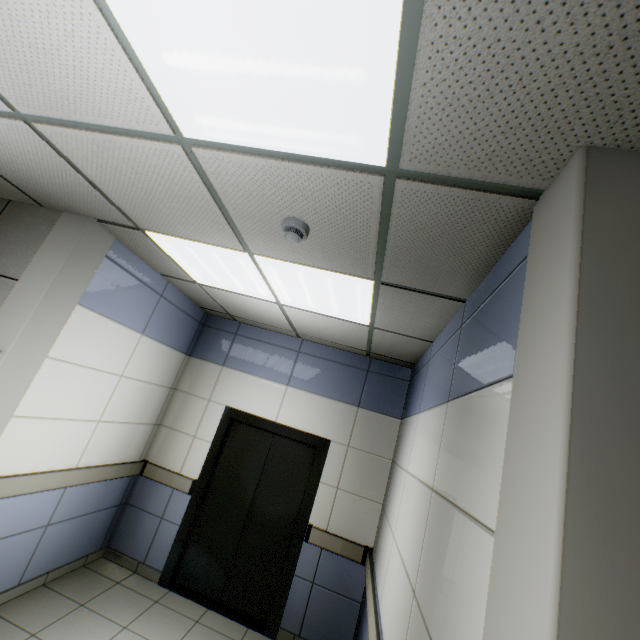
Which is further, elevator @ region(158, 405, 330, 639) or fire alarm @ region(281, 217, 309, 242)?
elevator @ region(158, 405, 330, 639)

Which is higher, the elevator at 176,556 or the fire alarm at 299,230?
the fire alarm at 299,230

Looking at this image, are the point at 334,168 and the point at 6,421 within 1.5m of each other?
no

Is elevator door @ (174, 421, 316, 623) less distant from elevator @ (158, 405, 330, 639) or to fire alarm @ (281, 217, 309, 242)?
elevator @ (158, 405, 330, 639)

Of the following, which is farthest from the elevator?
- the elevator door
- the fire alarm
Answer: the fire alarm

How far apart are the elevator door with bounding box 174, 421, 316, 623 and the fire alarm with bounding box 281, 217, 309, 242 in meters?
3.1 m

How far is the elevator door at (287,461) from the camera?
3.77m
